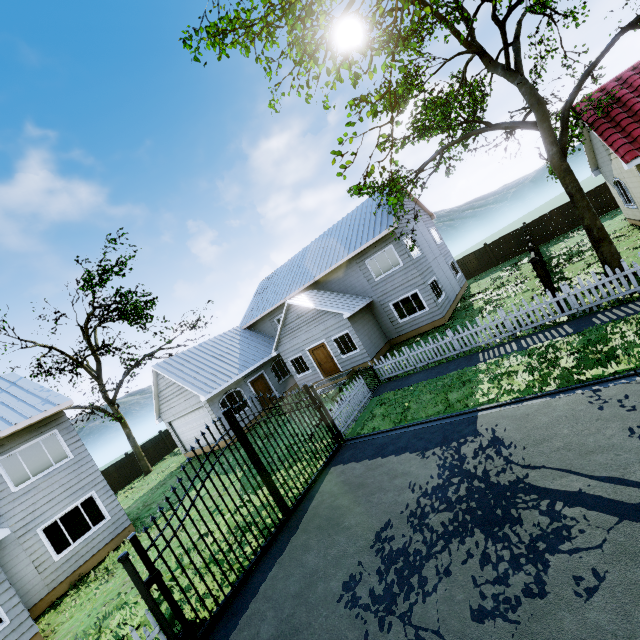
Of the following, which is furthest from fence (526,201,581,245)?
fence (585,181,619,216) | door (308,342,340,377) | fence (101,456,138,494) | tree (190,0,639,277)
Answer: fence (101,456,138,494)

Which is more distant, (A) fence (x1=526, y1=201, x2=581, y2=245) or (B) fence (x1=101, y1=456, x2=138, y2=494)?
(B) fence (x1=101, y1=456, x2=138, y2=494)

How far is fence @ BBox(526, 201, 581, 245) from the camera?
24.14m

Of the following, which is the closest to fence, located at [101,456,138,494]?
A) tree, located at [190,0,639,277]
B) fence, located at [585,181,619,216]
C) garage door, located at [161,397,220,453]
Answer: garage door, located at [161,397,220,453]

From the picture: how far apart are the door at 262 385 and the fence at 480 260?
19.62m

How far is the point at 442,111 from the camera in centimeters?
1065cm

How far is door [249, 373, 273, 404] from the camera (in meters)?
21.84

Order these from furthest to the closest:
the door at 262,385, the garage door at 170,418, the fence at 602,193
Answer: the fence at 602,193 → the door at 262,385 → the garage door at 170,418
